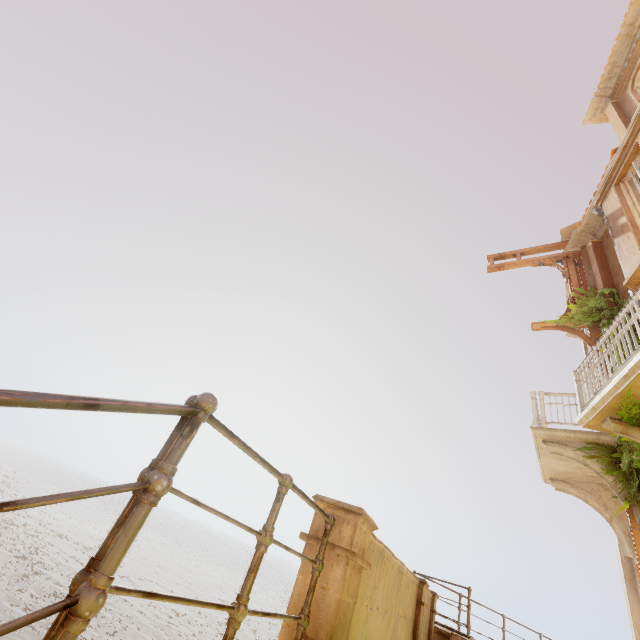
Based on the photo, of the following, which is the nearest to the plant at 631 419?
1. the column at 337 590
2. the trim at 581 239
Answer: the trim at 581 239

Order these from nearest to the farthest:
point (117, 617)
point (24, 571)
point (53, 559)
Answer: point (117, 617), point (24, 571), point (53, 559)

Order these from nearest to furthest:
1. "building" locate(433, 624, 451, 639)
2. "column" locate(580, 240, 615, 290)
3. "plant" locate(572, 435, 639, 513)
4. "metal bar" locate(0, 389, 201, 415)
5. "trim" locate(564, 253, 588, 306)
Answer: "metal bar" locate(0, 389, 201, 415), "plant" locate(572, 435, 639, 513), "building" locate(433, 624, 451, 639), "column" locate(580, 240, 615, 290), "trim" locate(564, 253, 588, 306)

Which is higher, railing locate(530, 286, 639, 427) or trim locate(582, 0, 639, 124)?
trim locate(582, 0, 639, 124)

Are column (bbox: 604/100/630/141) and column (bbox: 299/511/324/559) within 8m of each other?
no

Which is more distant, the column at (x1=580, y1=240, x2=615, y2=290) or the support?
the column at (x1=580, y1=240, x2=615, y2=290)

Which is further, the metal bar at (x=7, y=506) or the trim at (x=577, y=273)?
the trim at (x=577, y=273)

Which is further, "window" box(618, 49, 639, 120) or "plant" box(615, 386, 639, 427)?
"window" box(618, 49, 639, 120)
